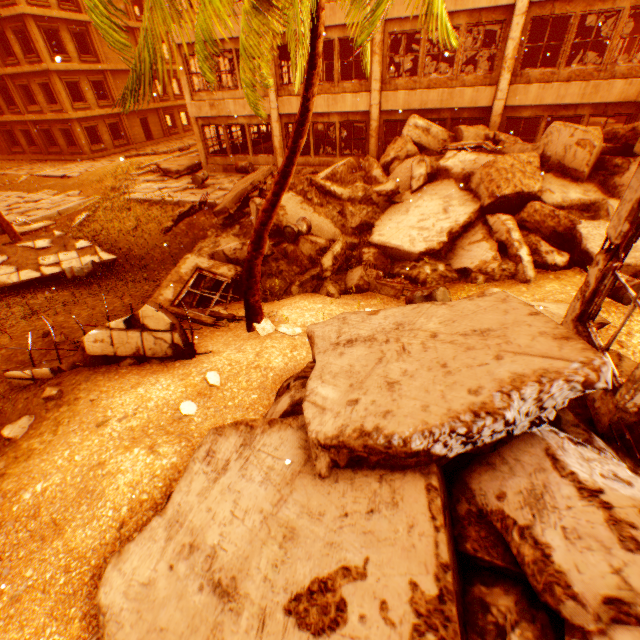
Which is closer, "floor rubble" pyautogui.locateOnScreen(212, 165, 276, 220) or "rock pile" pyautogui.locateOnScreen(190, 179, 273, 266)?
"rock pile" pyautogui.locateOnScreen(190, 179, 273, 266)

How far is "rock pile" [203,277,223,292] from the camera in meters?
8.8

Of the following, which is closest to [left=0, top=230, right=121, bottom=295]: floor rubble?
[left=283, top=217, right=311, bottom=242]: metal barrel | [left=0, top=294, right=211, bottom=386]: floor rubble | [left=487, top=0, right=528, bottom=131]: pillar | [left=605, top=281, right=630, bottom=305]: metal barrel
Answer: [left=0, top=294, right=211, bottom=386]: floor rubble

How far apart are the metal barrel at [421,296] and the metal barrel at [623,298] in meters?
2.2 m

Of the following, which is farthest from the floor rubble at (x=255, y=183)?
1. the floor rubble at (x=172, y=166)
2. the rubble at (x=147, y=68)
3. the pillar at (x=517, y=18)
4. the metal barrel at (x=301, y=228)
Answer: the pillar at (x=517, y=18)

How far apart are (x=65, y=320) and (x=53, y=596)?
6.9 meters

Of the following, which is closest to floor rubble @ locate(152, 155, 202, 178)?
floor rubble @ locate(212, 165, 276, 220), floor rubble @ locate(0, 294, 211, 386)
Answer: floor rubble @ locate(212, 165, 276, 220)

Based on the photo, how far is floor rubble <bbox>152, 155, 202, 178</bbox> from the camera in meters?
18.0
